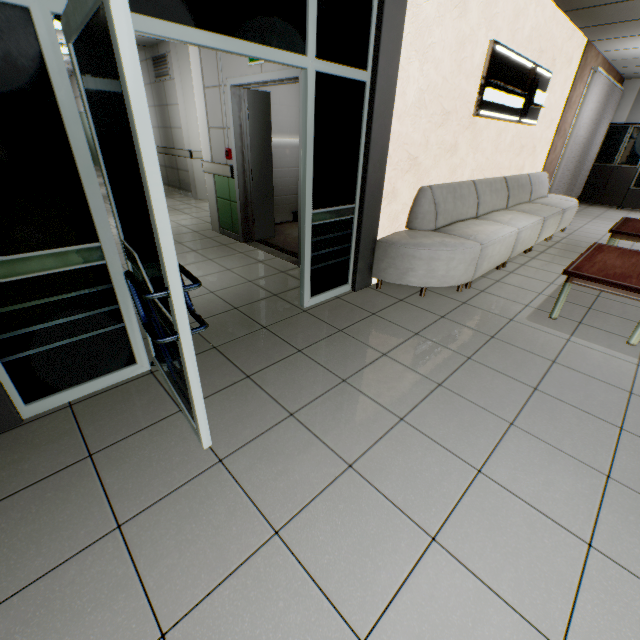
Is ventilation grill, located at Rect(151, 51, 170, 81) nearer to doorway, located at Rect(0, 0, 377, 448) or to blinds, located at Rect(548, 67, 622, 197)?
doorway, located at Rect(0, 0, 377, 448)

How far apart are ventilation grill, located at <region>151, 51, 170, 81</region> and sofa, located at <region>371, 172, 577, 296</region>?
7.3 meters

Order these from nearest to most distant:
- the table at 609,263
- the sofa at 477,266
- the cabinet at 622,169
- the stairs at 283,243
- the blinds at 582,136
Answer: the table at 609,263 < the sofa at 477,266 < the stairs at 283,243 < the blinds at 582,136 < the cabinet at 622,169

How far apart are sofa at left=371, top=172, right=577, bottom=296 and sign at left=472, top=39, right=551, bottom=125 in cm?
75

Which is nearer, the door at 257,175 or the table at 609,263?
the table at 609,263

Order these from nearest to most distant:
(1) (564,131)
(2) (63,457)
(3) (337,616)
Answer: (3) (337,616), (2) (63,457), (1) (564,131)

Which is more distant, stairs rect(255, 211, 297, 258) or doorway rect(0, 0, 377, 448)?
stairs rect(255, 211, 297, 258)

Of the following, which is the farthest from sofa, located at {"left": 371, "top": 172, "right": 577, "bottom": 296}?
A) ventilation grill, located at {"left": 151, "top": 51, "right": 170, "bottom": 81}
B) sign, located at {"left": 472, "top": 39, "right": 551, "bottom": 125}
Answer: ventilation grill, located at {"left": 151, "top": 51, "right": 170, "bottom": 81}
